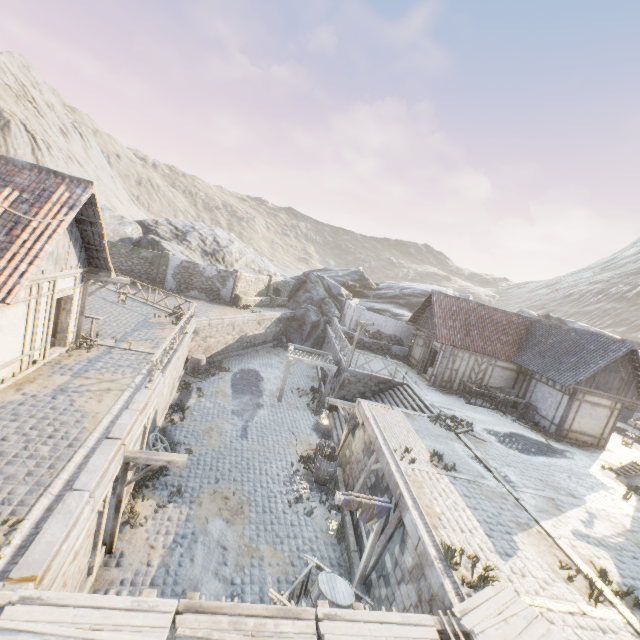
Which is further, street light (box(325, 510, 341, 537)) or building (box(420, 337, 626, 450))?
building (box(420, 337, 626, 450))

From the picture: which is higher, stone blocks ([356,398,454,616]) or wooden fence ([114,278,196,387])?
wooden fence ([114,278,196,387])

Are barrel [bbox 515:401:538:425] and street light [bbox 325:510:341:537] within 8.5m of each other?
no

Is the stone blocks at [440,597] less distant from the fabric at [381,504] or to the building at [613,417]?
the fabric at [381,504]

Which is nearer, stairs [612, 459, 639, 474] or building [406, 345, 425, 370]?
stairs [612, 459, 639, 474]

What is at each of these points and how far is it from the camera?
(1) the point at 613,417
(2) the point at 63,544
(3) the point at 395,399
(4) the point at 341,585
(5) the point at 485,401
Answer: (1) building, 17.4m
(2) stone blocks, 5.3m
(3) stairs, 18.7m
(4) barrel, 7.5m
(5) wagon, 20.3m

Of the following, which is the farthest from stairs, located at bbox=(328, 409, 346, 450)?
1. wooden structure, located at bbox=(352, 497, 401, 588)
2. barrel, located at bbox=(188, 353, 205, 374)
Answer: barrel, located at bbox=(188, 353, 205, 374)

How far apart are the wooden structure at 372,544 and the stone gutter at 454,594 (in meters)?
0.38
